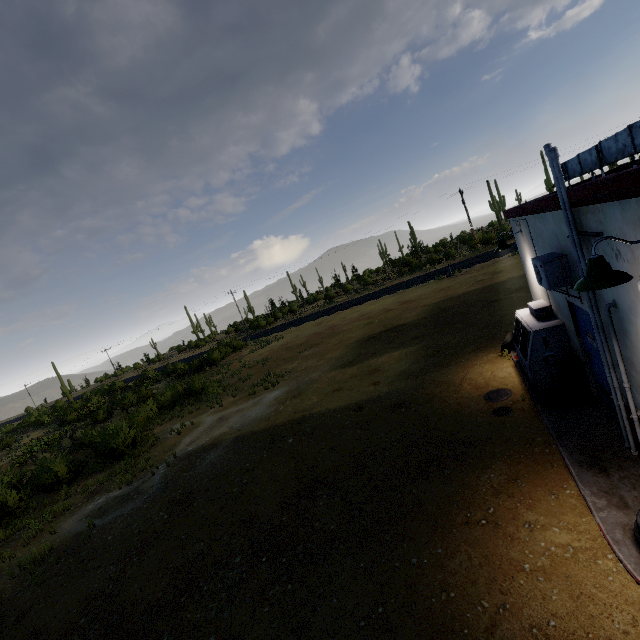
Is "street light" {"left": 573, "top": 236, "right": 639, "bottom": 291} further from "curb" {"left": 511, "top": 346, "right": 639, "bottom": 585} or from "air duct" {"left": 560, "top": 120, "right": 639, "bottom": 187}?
"curb" {"left": 511, "top": 346, "right": 639, "bottom": 585}

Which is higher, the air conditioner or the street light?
the street light

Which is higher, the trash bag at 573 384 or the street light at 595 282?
the street light at 595 282

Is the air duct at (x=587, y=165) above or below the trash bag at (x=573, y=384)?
above

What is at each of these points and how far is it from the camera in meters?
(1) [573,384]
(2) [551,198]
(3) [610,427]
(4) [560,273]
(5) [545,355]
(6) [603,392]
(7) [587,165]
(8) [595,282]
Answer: (1) trash bag, 6.8 m
(2) roof trim, 5.2 m
(3) curb, 5.8 m
(4) air conditioner, 5.6 m
(5) fridge, 7.4 m
(6) door, 6.3 m
(7) air duct, 6.2 m
(8) street light, 3.1 m

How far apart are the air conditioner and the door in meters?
0.2 m

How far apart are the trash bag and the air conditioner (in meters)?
1.61

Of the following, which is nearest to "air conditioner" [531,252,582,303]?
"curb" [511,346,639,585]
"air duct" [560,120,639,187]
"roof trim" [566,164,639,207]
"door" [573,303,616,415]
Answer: "door" [573,303,616,415]
